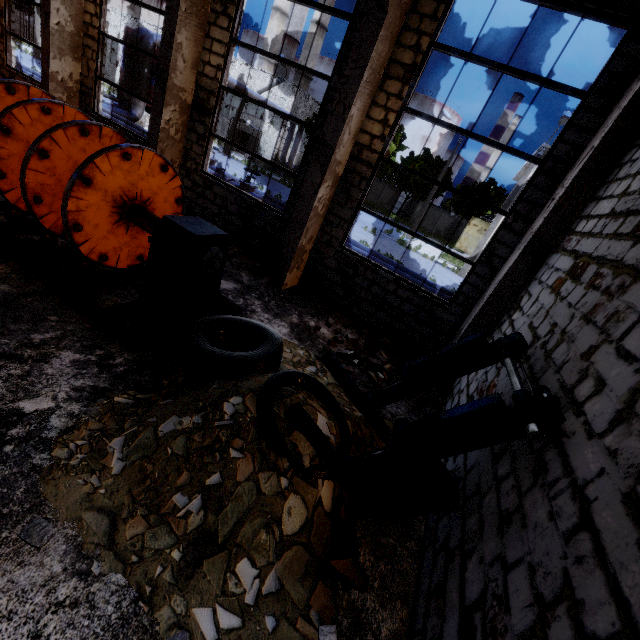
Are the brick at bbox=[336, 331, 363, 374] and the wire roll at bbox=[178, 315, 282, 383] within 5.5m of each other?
yes

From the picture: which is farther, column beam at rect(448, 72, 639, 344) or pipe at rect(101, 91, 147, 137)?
pipe at rect(101, 91, 147, 137)

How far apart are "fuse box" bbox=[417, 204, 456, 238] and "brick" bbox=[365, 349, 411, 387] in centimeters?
4308cm

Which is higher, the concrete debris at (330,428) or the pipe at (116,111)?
the pipe at (116,111)

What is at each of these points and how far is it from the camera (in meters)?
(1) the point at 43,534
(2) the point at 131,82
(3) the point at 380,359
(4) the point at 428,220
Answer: (1) concrete debris, 2.29
(2) pipe, 17.62
(3) brick, 6.55
(4) fuse box, 44.97

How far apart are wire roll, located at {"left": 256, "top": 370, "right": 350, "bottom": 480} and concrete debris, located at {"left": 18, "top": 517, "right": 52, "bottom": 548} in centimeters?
1cm

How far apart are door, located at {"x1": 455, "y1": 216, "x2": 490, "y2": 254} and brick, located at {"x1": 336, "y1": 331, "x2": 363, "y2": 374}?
36.13m

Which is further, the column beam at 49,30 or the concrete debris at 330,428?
the column beam at 49,30
